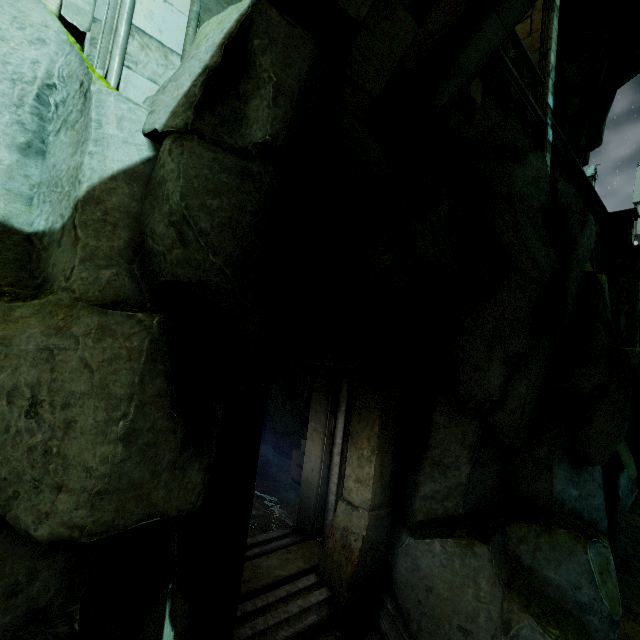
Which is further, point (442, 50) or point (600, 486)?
point (600, 486)

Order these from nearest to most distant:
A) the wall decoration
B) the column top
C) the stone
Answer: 1. the stone
2. the wall decoration
3. the column top

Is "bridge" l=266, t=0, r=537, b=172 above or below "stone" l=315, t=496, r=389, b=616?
above

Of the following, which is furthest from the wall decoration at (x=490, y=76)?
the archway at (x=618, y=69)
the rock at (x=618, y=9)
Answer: the archway at (x=618, y=69)

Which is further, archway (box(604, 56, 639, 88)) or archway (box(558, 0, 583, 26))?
archway (box(604, 56, 639, 88))

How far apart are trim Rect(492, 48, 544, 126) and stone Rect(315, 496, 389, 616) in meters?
9.7

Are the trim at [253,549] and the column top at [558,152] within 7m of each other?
no

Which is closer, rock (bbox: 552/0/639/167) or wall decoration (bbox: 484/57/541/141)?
wall decoration (bbox: 484/57/541/141)
